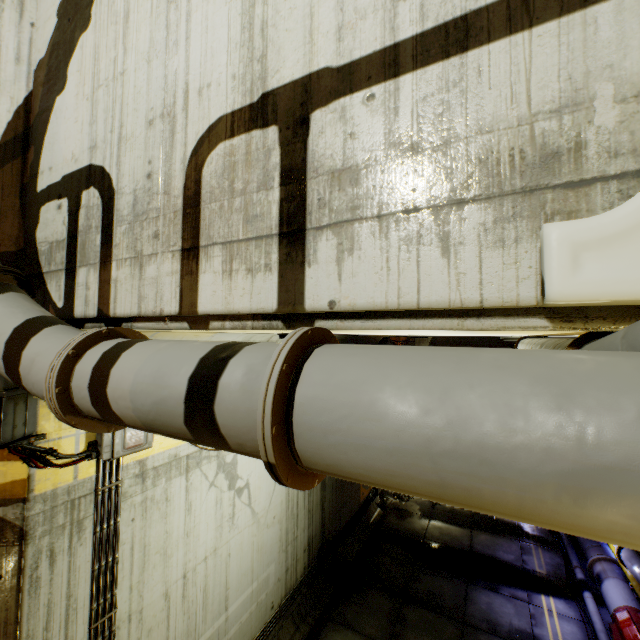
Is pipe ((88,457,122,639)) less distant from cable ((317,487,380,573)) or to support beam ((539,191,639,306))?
cable ((317,487,380,573))

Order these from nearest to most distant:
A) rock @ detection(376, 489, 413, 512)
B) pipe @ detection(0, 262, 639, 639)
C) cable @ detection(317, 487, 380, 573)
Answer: pipe @ detection(0, 262, 639, 639) → cable @ detection(317, 487, 380, 573) → rock @ detection(376, 489, 413, 512)

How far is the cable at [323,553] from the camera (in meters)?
8.90

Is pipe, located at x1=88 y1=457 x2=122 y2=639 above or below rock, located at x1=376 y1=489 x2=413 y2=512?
above

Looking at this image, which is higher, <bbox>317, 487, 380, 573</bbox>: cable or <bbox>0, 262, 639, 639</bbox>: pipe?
<bbox>0, 262, 639, 639</bbox>: pipe

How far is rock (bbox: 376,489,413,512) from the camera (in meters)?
13.22

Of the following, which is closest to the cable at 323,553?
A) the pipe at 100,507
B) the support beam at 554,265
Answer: the pipe at 100,507

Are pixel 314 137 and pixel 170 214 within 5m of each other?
yes
